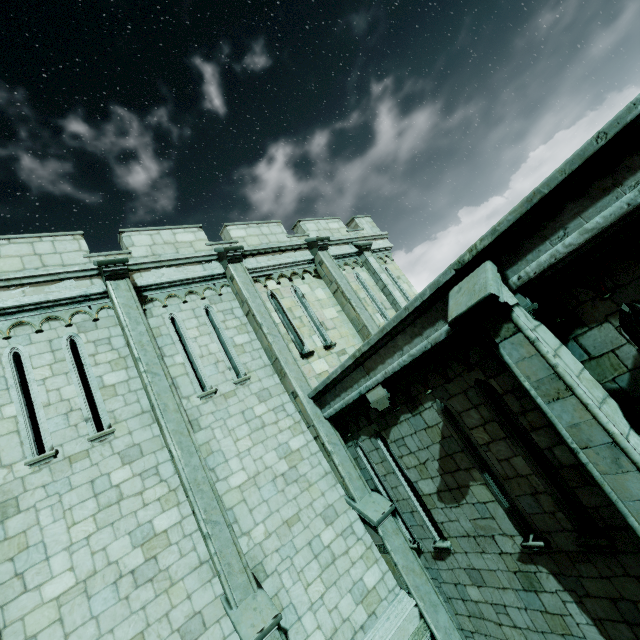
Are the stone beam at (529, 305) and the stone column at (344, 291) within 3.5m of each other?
no

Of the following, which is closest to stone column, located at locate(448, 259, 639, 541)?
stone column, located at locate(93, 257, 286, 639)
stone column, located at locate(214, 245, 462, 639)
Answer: stone column, located at locate(214, 245, 462, 639)

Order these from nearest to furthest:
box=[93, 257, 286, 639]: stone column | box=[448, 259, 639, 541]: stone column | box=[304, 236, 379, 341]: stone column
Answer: box=[448, 259, 639, 541]: stone column, box=[93, 257, 286, 639]: stone column, box=[304, 236, 379, 341]: stone column

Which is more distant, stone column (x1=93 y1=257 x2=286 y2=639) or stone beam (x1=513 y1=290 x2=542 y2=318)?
stone column (x1=93 y1=257 x2=286 y2=639)

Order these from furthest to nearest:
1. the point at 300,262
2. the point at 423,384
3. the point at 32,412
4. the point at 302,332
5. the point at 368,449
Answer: the point at 300,262 → the point at 302,332 → the point at 32,412 → the point at 368,449 → the point at 423,384

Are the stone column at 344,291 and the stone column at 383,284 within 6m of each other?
yes

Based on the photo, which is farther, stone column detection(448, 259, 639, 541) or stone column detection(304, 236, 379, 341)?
stone column detection(304, 236, 379, 341)

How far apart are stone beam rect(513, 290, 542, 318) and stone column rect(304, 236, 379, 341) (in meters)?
6.49
